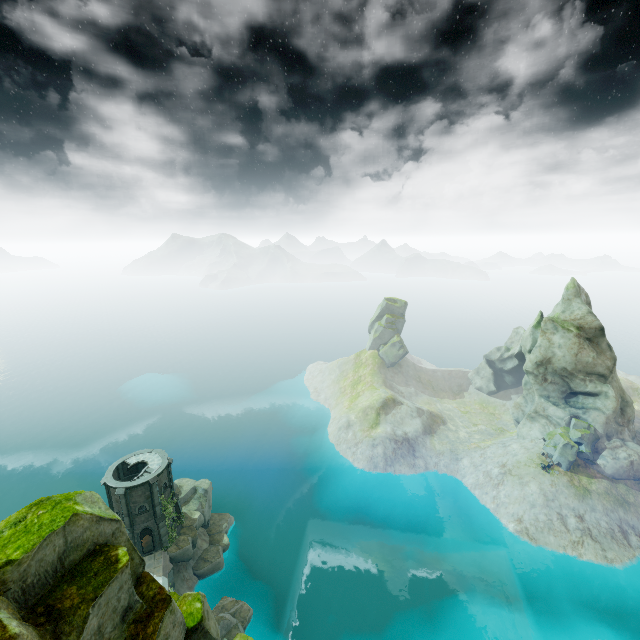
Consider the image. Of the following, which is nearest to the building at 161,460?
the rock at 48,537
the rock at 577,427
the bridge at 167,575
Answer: the bridge at 167,575

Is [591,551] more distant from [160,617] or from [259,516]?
[160,617]

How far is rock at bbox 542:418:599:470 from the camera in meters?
49.6

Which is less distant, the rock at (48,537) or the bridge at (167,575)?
the rock at (48,537)

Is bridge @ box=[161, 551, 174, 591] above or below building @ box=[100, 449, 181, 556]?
below

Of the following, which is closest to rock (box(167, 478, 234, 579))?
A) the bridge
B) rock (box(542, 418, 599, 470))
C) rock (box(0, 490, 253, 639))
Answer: the bridge

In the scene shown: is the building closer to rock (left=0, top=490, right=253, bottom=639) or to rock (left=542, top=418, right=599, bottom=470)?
rock (left=0, top=490, right=253, bottom=639)

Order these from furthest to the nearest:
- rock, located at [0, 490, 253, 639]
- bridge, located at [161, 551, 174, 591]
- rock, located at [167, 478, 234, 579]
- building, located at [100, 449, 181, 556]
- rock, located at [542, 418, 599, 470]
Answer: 1. rock, located at [542, 418, 599, 470]
2. rock, located at [167, 478, 234, 579]
3. building, located at [100, 449, 181, 556]
4. bridge, located at [161, 551, 174, 591]
5. rock, located at [0, 490, 253, 639]
